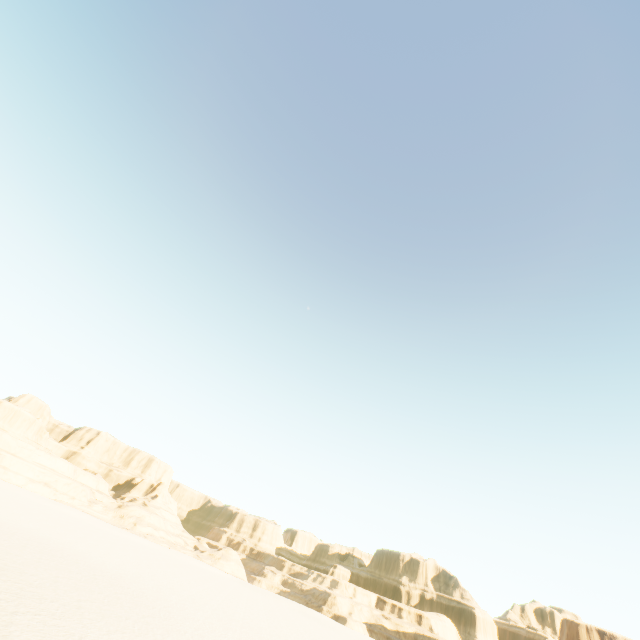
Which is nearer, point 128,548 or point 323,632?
point 128,548
